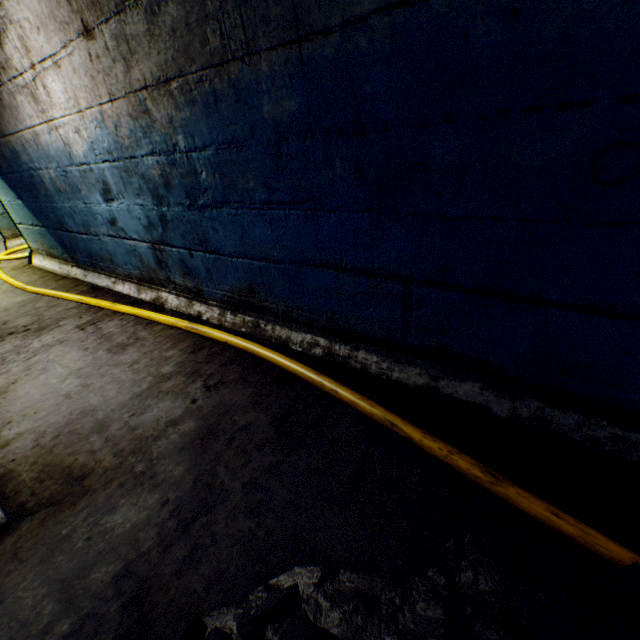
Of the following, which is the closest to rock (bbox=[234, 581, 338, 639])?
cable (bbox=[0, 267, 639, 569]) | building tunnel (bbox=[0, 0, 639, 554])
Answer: building tunnel (bbox=[0, 0, 639, 554])

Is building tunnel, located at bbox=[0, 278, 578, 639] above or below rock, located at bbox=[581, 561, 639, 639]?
below

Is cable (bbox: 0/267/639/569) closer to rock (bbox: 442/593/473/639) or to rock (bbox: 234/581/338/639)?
rock (bbox: 442/593/473/639)

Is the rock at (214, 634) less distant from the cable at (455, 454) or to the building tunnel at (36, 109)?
the building tunnel at (36, 109)

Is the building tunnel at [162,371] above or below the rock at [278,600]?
below

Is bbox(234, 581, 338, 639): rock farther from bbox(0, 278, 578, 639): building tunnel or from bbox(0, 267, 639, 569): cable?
bbox(0, 267, 639, 569): cable

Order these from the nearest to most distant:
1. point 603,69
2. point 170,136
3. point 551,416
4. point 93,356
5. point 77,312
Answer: point 603,69 < point 551,416 < point 170,136 < point 93,356 < point 77,312

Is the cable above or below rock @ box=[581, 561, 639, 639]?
below
